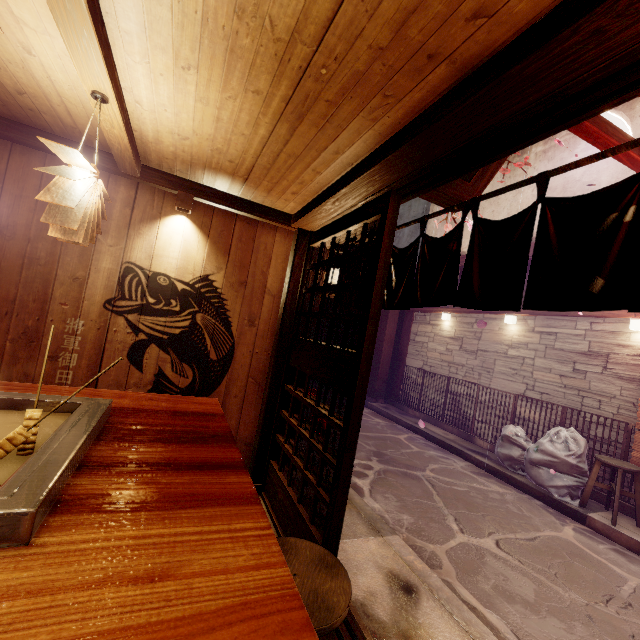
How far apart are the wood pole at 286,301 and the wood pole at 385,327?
11.9 meters

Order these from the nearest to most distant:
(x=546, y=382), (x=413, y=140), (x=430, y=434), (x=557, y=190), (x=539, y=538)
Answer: (x=413, y=140), (x=539, y=538), (x=546, y=382), (x=557, y=190), (x=430, y=434)

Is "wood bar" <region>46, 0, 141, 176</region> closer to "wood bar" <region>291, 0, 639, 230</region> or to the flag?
"wood bar" <region>291, 0, 639, 230</region>

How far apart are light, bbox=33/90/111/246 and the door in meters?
3.0 m

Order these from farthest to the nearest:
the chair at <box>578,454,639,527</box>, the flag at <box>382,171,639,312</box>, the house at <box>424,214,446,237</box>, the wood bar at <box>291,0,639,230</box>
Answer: the house at <box>424,214,446,237</box>
the chair at <box>578,454,639,527</box>
the flag at <box>382,171,639,312</box>
the wood bar at <box>291,0,639,230</box>

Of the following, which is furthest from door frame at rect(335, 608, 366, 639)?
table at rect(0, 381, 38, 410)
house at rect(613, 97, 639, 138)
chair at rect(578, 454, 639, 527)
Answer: house at rect(613, 97, 639, 138)

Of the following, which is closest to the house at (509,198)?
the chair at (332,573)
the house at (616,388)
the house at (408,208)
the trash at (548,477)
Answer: the house at (408,208)

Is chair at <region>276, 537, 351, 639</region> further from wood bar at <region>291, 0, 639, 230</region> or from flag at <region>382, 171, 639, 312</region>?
wood bar at <region>291, 0, 639, 230</region>
